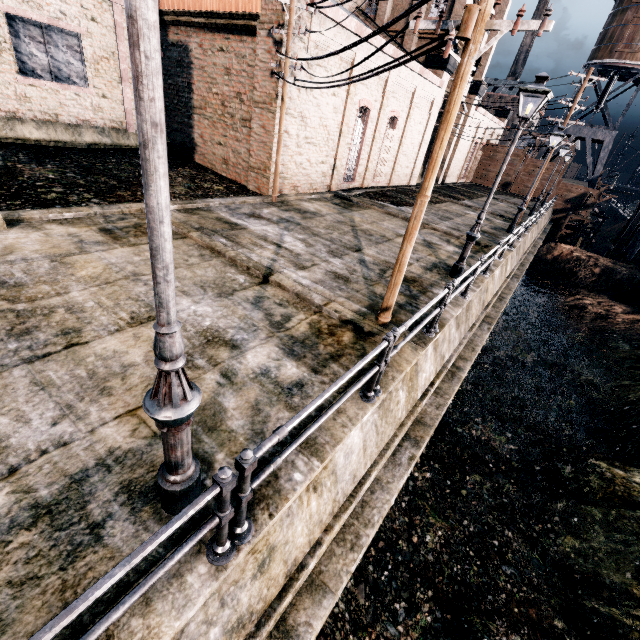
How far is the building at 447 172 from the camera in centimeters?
3466cm

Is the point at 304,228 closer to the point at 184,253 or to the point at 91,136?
the point at 184,253

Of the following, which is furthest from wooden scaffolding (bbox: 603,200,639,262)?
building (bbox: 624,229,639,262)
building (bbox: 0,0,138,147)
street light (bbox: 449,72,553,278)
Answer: street light (bbox: 449,72,553,278)

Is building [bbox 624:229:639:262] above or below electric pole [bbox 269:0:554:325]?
below

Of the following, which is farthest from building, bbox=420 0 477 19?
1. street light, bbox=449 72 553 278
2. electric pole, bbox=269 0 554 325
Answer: street light, bbox=449 72 553 278

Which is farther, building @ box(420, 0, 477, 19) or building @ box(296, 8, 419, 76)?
building @ box(420, 0, 477, 19)

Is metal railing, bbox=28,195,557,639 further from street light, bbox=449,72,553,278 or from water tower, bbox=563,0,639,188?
water tower, bbox=563,0,639,188

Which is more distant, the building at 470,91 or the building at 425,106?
the building at 470,91
